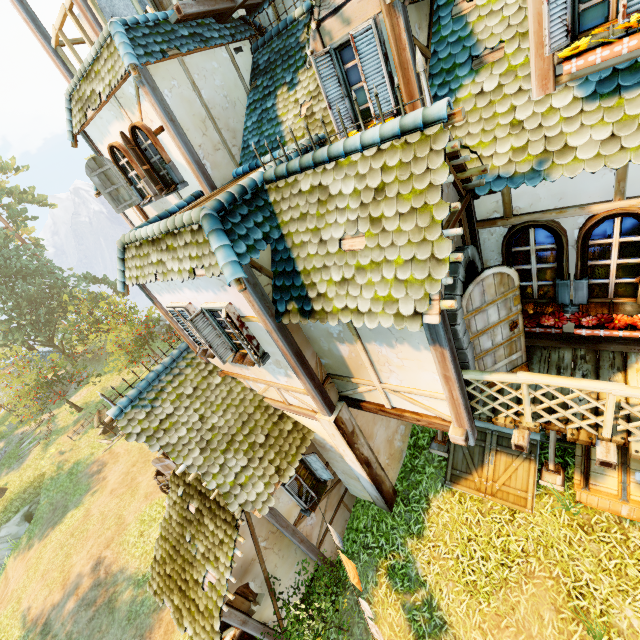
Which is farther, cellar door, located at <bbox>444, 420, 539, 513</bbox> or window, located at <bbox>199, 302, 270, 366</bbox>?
cellar door, located at <bbox>444, 420, 539, 513</bbox>

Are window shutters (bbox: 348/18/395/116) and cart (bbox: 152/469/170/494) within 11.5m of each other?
no

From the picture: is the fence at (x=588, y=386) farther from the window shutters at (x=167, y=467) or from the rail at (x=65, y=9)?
the window shutters at (x=167, y=467)

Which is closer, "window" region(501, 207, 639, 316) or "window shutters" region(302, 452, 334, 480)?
"window" region(501, 207, 639, 316)

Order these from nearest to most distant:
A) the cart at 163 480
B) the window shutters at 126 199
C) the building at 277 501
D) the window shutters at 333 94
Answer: the building at 277 501, the window shutters at 333 94, the window shutters at 126 199, the cart at 163 480

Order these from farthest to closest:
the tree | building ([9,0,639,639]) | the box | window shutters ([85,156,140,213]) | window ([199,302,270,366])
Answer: the tree
window shutters ([85,156,140,213])
the box
window ([199,302,270,366])
building ([9,0,639,639])

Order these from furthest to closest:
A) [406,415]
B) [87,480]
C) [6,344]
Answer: [6,344], [87,480], [406,415]

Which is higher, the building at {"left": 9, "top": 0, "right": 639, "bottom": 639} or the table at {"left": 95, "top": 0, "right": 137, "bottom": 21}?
the table at {"left": 95, "top": 0, "right": 137, "bottom": 21}
